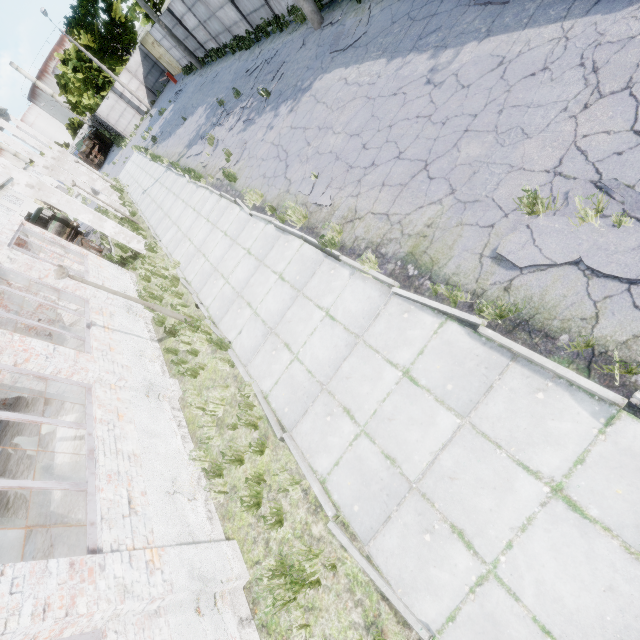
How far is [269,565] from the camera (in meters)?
4.42

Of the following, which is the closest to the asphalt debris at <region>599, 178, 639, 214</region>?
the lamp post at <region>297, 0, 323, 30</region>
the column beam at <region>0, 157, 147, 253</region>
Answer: the lamp post at <region>297, 0, 323, 30</region>

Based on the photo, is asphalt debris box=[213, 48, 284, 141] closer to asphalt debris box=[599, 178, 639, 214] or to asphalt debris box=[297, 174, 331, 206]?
asphalt debris box=[297, 174, 331, 206]

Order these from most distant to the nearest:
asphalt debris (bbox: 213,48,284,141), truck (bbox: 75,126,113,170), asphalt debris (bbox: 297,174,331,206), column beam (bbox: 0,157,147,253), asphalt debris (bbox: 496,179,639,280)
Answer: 1. truck (bbox: 75,126,113,170)
2. asphalt debris (bbox: 213,48,284,141)
3. column beam (bbox: 0,157,147,253)
4. asphalt debris (bbox: 297,174,331,206)
5. asphalt debris (bbox: 496,179,639,280)

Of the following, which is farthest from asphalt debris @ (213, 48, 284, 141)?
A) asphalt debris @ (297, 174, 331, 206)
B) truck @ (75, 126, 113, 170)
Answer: truck @ (75, 126, 113, 170)

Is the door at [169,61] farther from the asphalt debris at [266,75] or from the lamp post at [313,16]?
the lamp post at [313,16]

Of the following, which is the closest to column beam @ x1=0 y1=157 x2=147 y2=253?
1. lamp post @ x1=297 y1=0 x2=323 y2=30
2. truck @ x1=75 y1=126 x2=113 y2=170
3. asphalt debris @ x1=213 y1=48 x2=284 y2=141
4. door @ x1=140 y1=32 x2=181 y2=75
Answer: asphalt debris @ x1=213 y1=48 x2=284 y2=141

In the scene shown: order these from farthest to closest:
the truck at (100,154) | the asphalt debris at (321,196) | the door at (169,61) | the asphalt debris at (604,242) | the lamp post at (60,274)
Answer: the truck at (100,154) < the door at (169,61) < the asphalt debris at (321,196) < the lamp post at (60,274) < the asphalt debris at (604,242)
